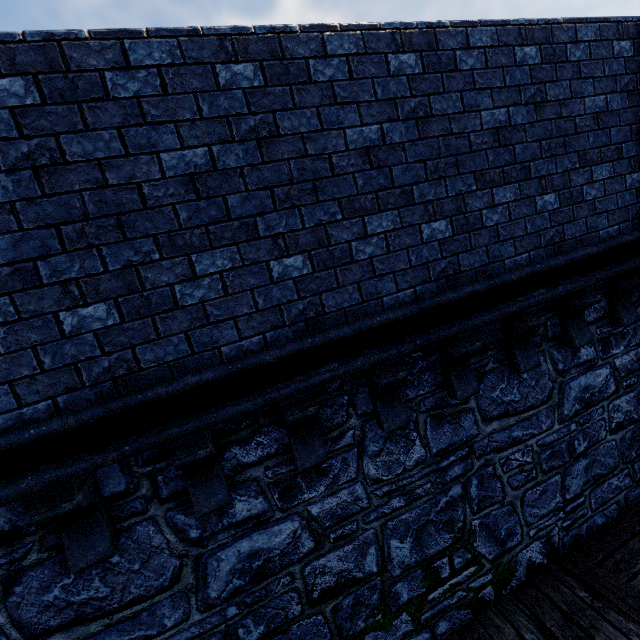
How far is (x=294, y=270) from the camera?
2.7m
